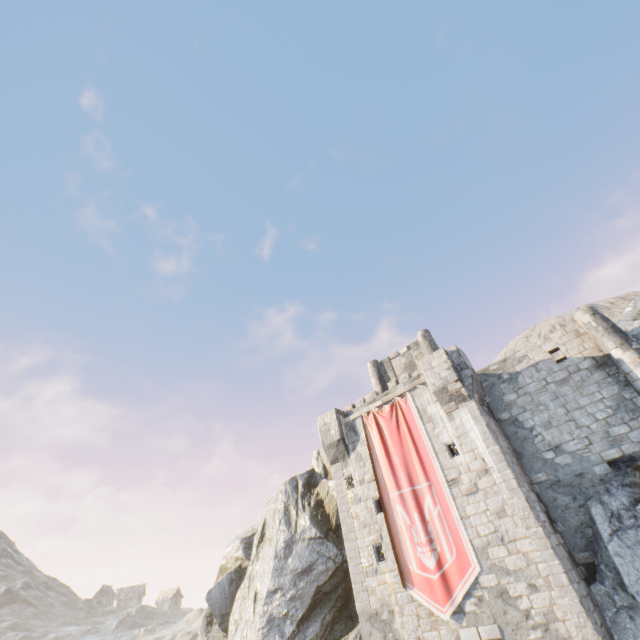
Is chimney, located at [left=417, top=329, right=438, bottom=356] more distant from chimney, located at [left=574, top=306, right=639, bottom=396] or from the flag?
chimney, located at [left=574, top=306, right=639, bottom=396]

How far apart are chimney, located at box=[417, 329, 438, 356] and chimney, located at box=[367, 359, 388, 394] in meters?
3.2

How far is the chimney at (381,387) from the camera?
24.4m

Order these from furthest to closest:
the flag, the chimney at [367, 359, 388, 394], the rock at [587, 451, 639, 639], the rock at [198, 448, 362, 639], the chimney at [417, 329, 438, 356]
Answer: the chimney at [367, 359, 388, 394], the chimney at [417, 329, 438, 356], the rock at [198, 448, 362, 639], the flag, the rock at [587, 451, 639, 639]

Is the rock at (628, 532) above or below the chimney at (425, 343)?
below

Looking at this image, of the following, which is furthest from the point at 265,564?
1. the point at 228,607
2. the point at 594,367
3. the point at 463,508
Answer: the point at 594,367

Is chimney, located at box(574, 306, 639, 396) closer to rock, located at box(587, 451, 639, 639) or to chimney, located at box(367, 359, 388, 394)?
rock, located at box(587, 451, 639, 639)

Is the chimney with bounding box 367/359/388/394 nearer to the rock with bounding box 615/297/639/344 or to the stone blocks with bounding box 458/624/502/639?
the rock with bounding box 615/297/639/344
